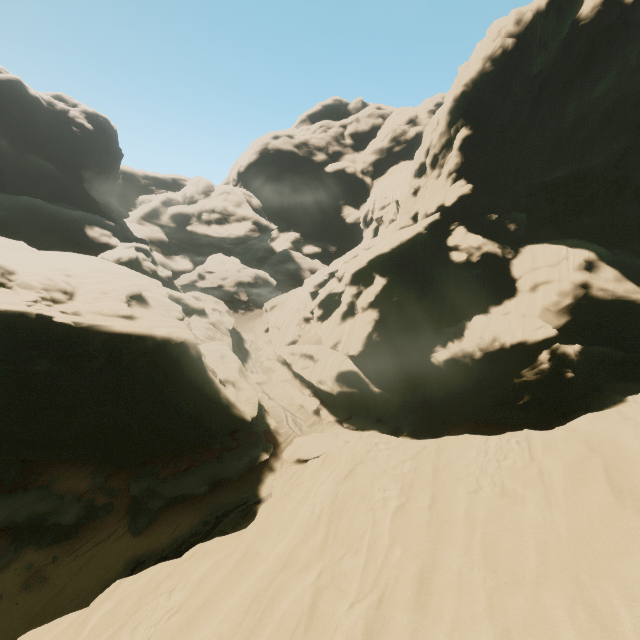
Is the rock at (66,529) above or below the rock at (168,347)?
below

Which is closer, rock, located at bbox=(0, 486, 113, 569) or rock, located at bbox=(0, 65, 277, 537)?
rock, located at bbox=(0, 486, 113, 569)

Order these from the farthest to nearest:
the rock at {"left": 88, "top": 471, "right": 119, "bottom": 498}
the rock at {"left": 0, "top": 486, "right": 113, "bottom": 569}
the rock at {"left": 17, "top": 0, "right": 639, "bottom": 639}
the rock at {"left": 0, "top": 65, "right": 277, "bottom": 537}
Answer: the rock at {"left": 88, "top": 471, "right": 119, "bottom": 498}
the rock at {"left": 0, "top": 65, "right": 277, "bottom": 537}
the rock at {"left": 0, "top": 486, "right": 113, "bottom": 569}
the rock at {"left": 17, "top": 0, "right": 639, "bottom": 639}

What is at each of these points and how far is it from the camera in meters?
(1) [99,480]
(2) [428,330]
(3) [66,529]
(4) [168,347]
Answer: (1) rock, 20.5 m
(2) rock, 31.6 m
(3) rock, 18.8 m
(4) rock, 23.6 m

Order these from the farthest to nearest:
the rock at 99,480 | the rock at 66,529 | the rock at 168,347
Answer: the rock at 99,480 → the rock at 168,347 → the rock at 66,529

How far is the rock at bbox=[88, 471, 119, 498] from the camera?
20.30m
